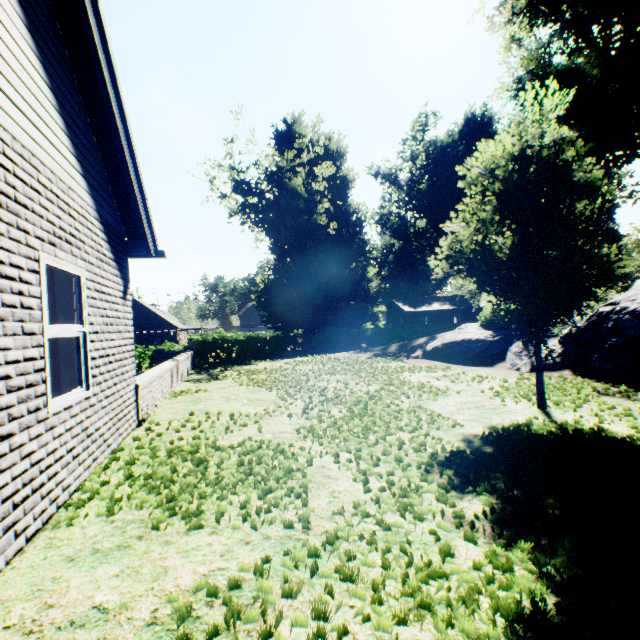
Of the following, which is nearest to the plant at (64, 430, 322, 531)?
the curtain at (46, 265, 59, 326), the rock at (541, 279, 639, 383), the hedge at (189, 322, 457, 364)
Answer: the rock at (541, 279, 639, 383)

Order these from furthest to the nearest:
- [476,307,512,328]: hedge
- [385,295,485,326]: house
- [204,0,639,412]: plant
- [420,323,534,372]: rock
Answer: [385,295,485,326]: house → [476,307,512,328]: hedge → [420,323,534,372]: rock → [204,0,639,412]: plant

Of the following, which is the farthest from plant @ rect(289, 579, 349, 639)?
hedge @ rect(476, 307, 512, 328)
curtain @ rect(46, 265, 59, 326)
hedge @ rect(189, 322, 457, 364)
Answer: curtain @ rect(46, 265, 59, 326)

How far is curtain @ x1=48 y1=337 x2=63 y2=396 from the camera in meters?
3.8

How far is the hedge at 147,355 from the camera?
22.6 meters

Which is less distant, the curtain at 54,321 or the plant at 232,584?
the plant at 232,584

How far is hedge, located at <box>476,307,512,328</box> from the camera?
11.9 meters

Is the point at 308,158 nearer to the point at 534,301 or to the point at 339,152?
the point at 339,152
